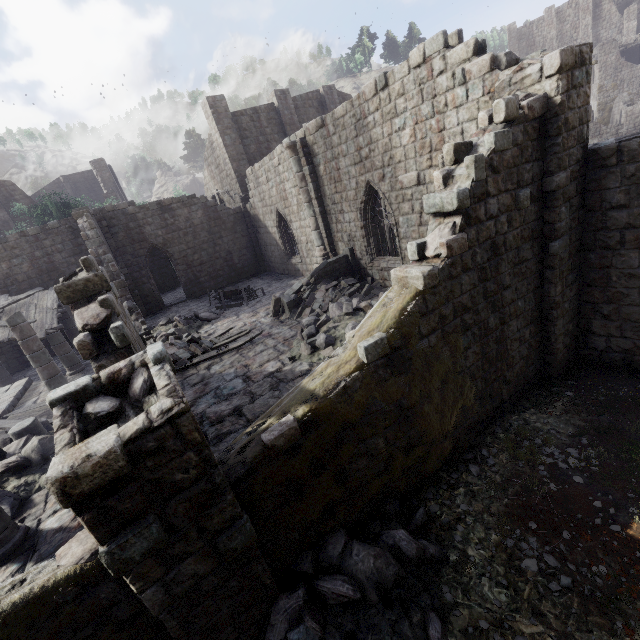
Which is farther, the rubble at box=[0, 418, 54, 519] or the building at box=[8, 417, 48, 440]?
the building at box=[8, 417, 48, 440]

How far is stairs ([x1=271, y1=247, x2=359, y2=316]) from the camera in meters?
13.2 m

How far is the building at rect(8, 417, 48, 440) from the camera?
8.1m

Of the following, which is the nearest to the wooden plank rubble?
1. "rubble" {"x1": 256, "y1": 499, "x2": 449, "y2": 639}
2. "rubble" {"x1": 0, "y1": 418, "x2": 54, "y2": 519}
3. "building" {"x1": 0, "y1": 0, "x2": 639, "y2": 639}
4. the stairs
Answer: "building" {"x1": 0, "y1": 0, "x2": 639, "y2": 639}

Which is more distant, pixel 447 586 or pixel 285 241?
pixel 285 241

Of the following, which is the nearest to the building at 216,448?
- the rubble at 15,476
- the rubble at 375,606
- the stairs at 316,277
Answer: the rubble at 375,606

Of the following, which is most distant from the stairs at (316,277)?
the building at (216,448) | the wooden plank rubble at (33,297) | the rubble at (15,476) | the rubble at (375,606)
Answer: the wooden plank rubble at (33,297)

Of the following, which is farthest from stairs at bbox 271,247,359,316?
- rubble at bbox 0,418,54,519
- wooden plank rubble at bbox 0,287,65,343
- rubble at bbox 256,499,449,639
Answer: wooden plank rubble at bbox 0,287,65,343
